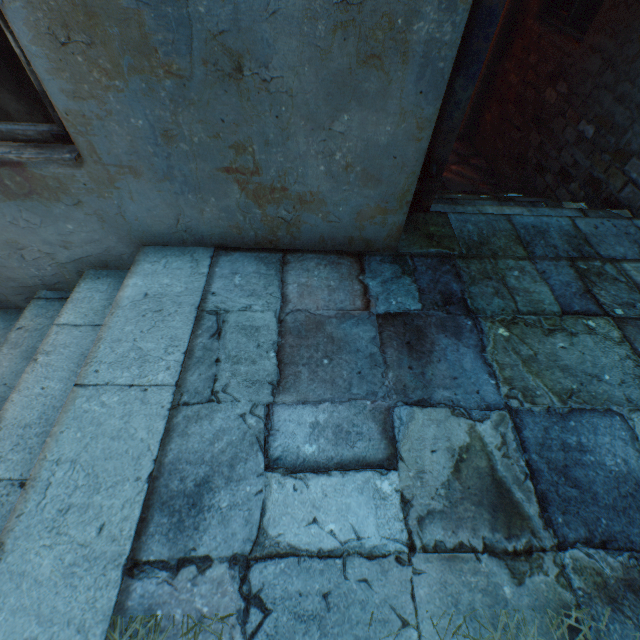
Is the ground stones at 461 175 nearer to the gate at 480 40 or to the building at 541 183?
the building at 541 183

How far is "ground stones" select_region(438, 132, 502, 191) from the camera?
4.1m

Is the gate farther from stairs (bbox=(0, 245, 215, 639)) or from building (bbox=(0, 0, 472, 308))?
stairs (bbox=(0, 245, 215, 639))

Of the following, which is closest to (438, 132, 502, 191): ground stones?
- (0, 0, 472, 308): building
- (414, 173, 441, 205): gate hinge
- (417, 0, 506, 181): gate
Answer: (0, 0, 472, 308): building

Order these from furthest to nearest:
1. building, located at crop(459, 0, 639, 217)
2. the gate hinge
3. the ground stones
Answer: the ground stones < building, located at crop(459, 0, 639, 217) < the gate hinge

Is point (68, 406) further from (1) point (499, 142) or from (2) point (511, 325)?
(1) point (499, 142)

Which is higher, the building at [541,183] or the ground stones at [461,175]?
the building at [541,183]

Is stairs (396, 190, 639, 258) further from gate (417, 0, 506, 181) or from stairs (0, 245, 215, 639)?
stairs (0, 245, 215, 639)
